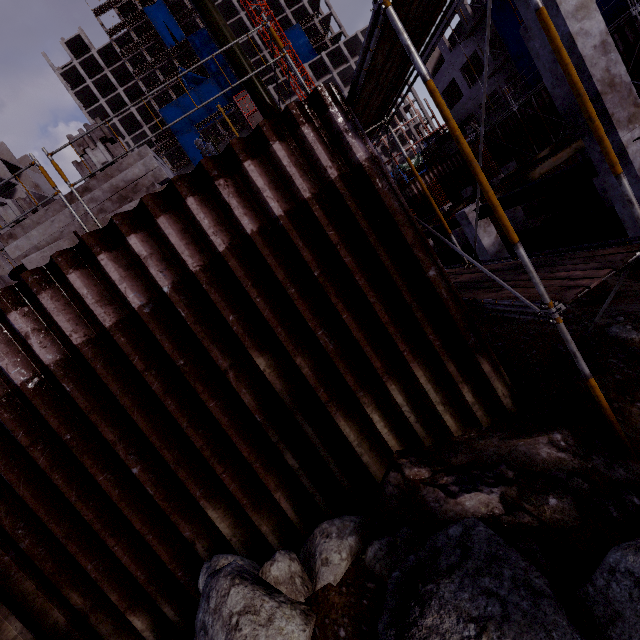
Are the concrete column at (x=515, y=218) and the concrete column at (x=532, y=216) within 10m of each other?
yes

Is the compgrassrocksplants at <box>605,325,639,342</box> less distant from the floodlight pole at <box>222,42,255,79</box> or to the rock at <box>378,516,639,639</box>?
the rock at <box>378,516,639,639</box>

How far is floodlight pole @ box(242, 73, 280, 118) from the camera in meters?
5.7 m

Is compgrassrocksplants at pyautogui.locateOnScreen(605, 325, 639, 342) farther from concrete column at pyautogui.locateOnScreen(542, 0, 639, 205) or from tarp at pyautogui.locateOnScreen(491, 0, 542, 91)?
tarp at pyautogui.locateOnScreen(491, 0, 542, 91)

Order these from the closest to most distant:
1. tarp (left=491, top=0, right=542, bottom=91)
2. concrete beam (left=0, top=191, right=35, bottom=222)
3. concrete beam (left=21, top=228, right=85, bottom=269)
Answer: concrete beam (left=21, top=228, right=85, bottom=269) → concrete beam (left=0, top=191, right=35, bottom=222) → tarp (left=491, top=0, right=542, bottom=91)

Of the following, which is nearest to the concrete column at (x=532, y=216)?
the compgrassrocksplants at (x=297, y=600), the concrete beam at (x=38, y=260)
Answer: the concrete beam at (x=38, y=260)

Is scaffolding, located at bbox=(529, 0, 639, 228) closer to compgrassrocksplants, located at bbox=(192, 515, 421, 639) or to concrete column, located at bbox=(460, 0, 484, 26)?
compgrassrocksplants, located at bbox=(192, 515, 421, 639)

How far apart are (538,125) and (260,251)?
28.8m
